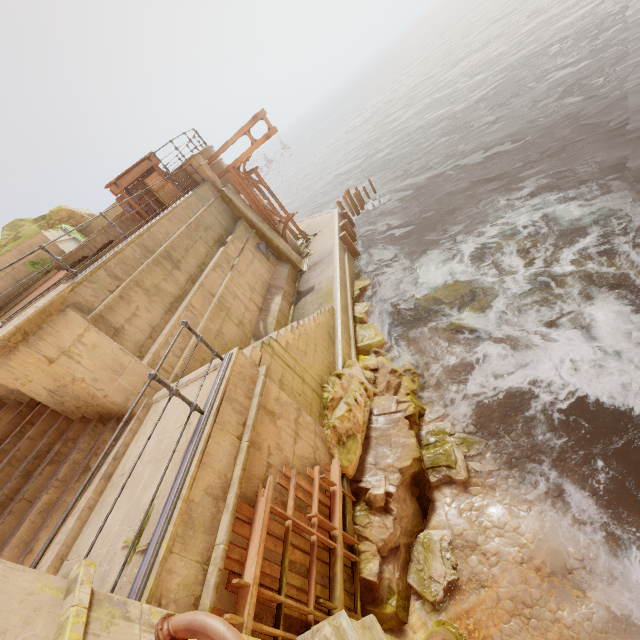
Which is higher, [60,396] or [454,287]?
[60,396]

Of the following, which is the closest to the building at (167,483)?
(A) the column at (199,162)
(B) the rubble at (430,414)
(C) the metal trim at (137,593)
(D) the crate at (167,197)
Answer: (C) the metal trim at (137,593)

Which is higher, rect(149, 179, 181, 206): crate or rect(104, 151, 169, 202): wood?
rect(104, 151, 169, 202): wood

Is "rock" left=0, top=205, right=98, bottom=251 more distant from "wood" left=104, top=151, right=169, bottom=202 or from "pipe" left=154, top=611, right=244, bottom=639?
"pipe" left=154, top=611, right=244, bottom=639

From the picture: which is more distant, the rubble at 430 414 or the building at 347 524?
the rubble at 430 414

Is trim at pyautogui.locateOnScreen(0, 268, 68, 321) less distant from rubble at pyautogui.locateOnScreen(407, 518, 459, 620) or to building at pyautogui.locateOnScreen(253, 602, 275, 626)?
building at pyautogui.locateOnScreen(253, 602, 275, 626)

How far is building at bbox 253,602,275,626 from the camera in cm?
382

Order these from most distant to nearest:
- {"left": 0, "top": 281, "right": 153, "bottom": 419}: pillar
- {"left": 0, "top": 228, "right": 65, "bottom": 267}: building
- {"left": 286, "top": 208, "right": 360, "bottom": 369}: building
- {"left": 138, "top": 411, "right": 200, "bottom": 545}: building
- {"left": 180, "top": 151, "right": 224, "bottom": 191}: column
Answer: {"left": 180, "top": 151, "right": 224, "bottom": 191}: column
{"left": 0, "top": 228, "right": 65, "bottom": 267}: building
{"left": 286, "top": 208, "right": 360, "bottom": 369}: building
{"left": 0, "top": 281, "right": 153, "bottom": 419}: pillar
{"left": 138, "top": 411, "right": 200, "bottom": 545}: building
